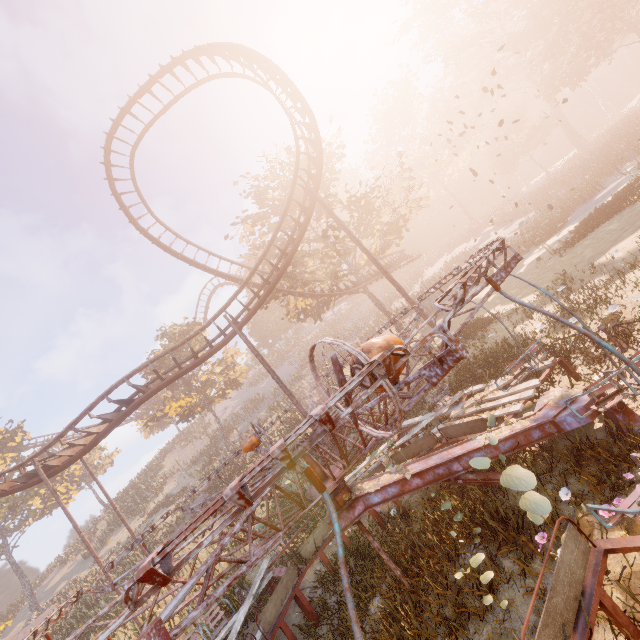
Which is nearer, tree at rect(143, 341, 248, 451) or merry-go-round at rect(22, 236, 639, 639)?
merry-go-round at rect(22, 236, 639, 639)

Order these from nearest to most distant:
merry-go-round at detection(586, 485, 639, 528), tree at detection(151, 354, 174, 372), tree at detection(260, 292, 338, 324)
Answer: merry-go-round at detection(586, 485, 639, 528) < tree at detection(260, 292, 338, 324) < tree at detection(151, 354, 174, 372)

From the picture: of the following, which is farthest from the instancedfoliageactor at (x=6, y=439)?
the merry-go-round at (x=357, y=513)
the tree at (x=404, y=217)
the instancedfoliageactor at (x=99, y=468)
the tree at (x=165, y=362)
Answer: the merry-go-round at (x=357, y=513)

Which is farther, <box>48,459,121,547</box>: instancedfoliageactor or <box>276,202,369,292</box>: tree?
<box>48,459,121,547</box>: instancedfoliageactor

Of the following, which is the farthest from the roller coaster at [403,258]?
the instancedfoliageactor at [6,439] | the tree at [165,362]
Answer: the tree at [165,362]

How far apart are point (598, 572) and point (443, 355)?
3.5m

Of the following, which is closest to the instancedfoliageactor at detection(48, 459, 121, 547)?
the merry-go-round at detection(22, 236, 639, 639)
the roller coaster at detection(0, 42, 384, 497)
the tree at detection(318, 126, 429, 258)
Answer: the roller coaster at detection(0, 42, 384, 497)

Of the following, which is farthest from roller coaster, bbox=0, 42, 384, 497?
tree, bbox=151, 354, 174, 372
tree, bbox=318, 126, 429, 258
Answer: tree, bbox=151, 354, 174, 372
